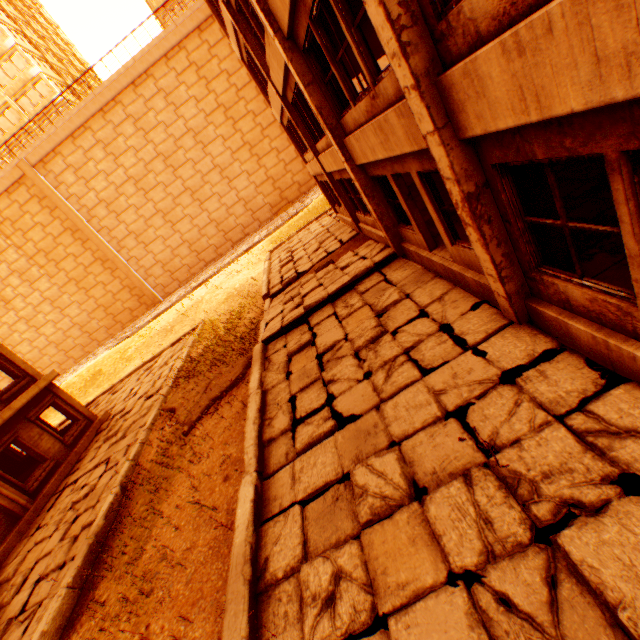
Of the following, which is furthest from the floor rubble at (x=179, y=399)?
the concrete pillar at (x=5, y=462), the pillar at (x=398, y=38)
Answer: the concrete pillar at (x=5, y=462)

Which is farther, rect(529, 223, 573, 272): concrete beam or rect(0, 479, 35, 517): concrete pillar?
rect(0, 479, 35, 517): concrete pillar

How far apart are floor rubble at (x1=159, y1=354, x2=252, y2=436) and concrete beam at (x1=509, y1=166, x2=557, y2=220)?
7.98m

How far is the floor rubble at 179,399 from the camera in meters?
Result: 9.7 m

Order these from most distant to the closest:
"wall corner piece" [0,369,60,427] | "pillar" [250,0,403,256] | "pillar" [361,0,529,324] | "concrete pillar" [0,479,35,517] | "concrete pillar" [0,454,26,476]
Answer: "concrete pillar" [0,454,26,476] < "wall corner piece" [0,369,60,427] < "concrete pillar" [0,479,35,517] < "pillar" [250,0,403,256] < "pillar" [361,0,529,324]

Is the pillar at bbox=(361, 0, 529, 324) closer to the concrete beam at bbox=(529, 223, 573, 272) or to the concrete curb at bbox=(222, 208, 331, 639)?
the concrete beam at bbox=(529, 223, 573, 272)

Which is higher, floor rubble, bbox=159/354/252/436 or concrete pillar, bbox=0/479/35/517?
concrete pillar, bbox=0/479/35/517

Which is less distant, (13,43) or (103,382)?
(103,382)
